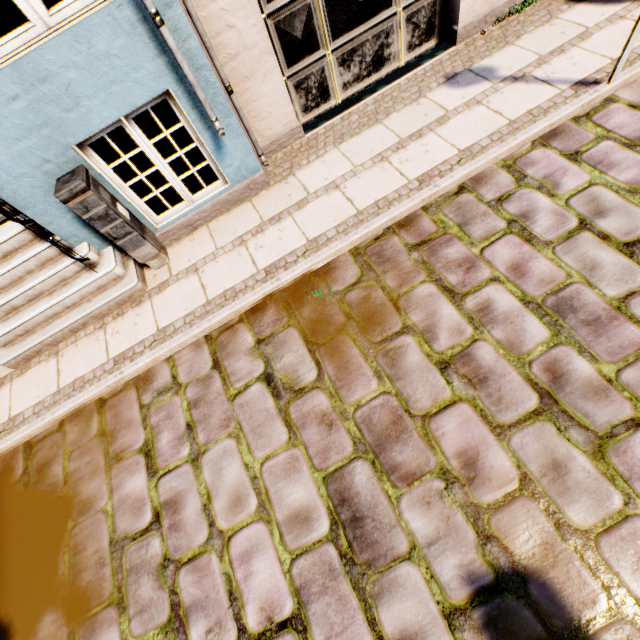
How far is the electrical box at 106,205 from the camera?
3.05m

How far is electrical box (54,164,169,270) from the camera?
3.0m

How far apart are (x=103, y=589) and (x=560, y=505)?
3.6 meters
